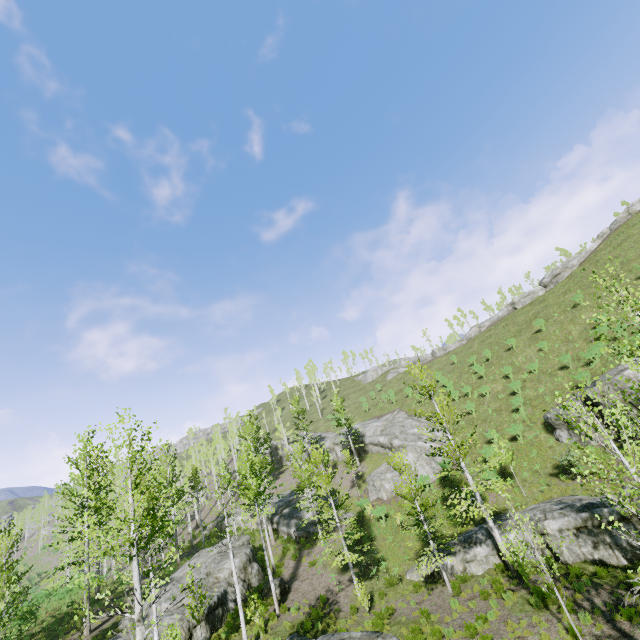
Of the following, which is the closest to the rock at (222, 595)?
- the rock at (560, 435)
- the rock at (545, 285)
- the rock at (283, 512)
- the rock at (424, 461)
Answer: the rock at (283, 512)

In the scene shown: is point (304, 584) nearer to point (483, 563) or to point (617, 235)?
point (483, 563)

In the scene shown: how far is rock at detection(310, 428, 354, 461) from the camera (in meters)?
41.94

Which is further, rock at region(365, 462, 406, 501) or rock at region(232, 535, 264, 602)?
rock at region(365, 462, 406, 501)

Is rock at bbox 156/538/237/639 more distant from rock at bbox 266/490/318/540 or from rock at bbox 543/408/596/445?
rock at bbox 543/408/596/445

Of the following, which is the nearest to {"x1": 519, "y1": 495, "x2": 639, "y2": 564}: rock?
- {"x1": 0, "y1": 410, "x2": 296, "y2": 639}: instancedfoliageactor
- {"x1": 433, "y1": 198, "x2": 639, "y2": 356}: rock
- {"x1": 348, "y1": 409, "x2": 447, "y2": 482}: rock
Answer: {"x1": 348, "y1": 409, "x2": 447, "y2": 482}: rock

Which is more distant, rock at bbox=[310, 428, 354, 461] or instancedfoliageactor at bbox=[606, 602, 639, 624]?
rock at bbox=[310, 428, 354, 461]

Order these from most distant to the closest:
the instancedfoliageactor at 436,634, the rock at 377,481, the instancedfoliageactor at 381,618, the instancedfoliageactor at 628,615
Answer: the rock at 377,481 < the instancedfoliageactor at 381,618 < the instancedfoliageactor at 436,634 < the instancedfoliageactor at 628,615
